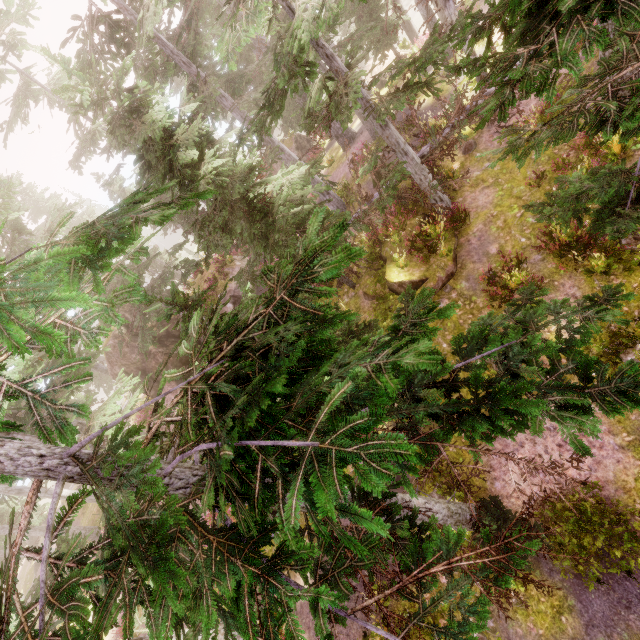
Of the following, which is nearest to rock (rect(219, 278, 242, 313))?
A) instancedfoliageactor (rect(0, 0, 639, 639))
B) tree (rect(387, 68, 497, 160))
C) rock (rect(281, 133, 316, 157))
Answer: instancedfoliageactor (rect(0, 0, 639, 639))

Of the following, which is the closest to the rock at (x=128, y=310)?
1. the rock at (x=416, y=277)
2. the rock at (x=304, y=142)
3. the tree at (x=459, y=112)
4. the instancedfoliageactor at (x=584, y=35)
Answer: the instancedfoliageactor at (x=584, y=35)

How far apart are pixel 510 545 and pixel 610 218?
5.2 meters

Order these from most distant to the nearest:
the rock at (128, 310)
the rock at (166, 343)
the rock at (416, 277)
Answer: the rock at (128, 310), the rock at (166, 343), the rock at (416, 277)

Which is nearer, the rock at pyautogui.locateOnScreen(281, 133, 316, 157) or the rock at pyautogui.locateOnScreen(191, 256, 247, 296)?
the rock at pyautogui.locateOnScreen(191, 256, 247, 296)

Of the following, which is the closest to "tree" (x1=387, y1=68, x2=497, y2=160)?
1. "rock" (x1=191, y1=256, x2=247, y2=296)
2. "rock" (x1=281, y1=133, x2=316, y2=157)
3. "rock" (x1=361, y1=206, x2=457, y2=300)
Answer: "rock" (x1=361, y1=206, x2=457, y2=300)

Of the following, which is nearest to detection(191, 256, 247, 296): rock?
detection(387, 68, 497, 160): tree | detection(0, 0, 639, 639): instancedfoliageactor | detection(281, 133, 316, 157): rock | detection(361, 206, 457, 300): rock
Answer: detection(0, 0, 639, 639): instancedfoliageactor

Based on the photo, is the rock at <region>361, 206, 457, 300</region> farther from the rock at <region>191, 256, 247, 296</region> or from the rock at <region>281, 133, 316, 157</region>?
the rock at <region>281, 133, 316, 157</region>
